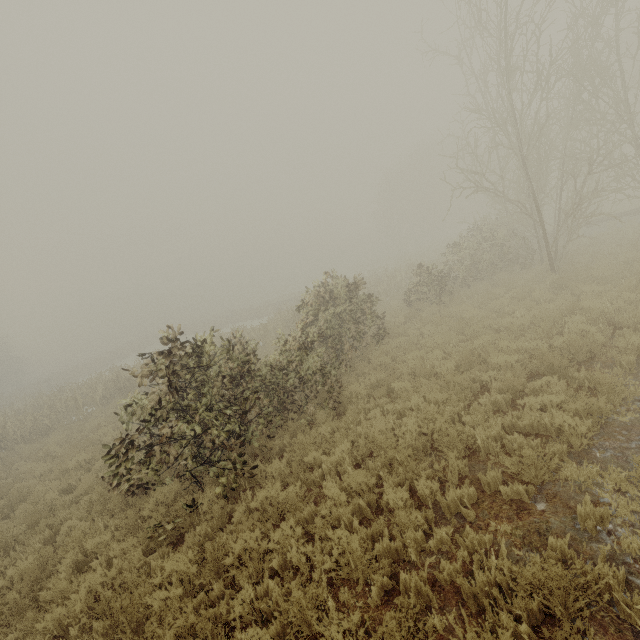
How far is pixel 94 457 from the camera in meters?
10.9
